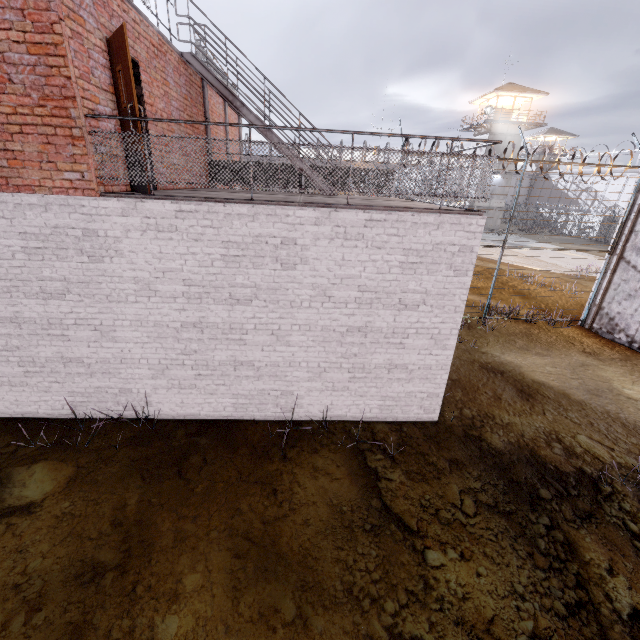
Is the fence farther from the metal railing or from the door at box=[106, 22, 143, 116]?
the door at box=[106, 22, 143, 116]

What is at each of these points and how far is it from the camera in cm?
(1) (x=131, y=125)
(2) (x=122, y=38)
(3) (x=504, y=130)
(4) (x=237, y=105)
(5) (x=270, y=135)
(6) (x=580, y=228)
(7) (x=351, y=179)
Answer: (1) door, 471
(2) door, 439
(3) building, 3691
(4) stair, 819
(5) stair, 848
(6) fence, 3781
(7) metal railing, 490

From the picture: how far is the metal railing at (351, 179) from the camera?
4.62m

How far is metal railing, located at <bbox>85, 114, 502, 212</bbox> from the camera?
4.62m

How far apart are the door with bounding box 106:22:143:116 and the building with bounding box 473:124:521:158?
42.7m

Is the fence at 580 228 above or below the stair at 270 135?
below

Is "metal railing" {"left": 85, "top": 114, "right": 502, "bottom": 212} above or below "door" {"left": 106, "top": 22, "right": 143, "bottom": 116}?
below
